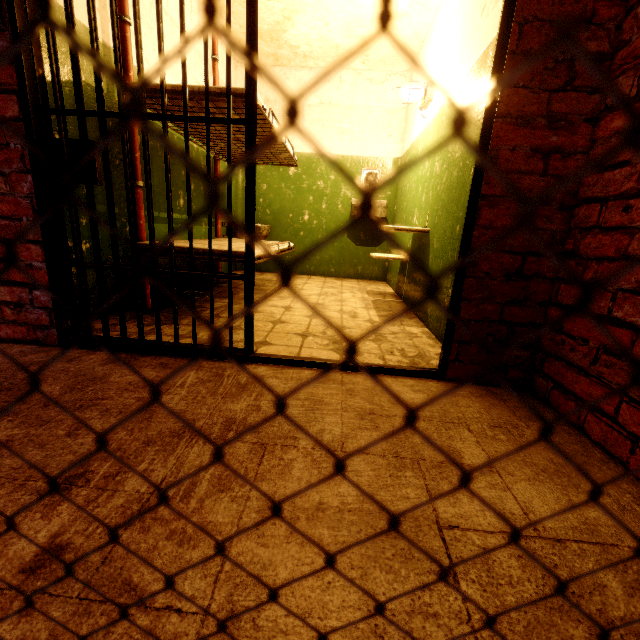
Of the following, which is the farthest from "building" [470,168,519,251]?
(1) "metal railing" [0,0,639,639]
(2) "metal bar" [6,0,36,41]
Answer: (1) "metal railing" [0,0,639,639]

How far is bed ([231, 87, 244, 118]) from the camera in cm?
200

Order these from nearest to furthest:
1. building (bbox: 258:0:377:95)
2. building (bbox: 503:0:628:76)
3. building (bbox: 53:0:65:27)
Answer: building (bbox: 503:0:628:76) < building (bbox: 53:0:65:27) < building (bbox: 258:0:377:95)

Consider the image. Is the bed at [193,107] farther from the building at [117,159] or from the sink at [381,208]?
the sink at [381,208]

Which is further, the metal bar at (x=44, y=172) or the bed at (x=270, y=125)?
the bed at (x=270, y=125)

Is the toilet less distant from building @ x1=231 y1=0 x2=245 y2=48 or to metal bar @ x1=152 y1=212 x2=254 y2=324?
building @ x1=231 y1=0 x2=245 y2=48

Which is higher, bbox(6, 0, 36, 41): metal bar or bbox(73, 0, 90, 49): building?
bbox(73, 0, 90, 49): building

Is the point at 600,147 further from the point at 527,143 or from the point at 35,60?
the point at 35,60
